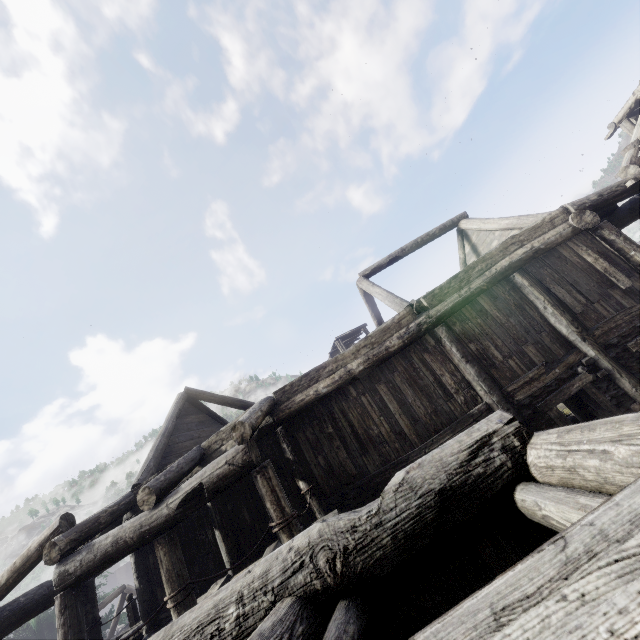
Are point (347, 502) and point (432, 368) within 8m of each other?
yes
